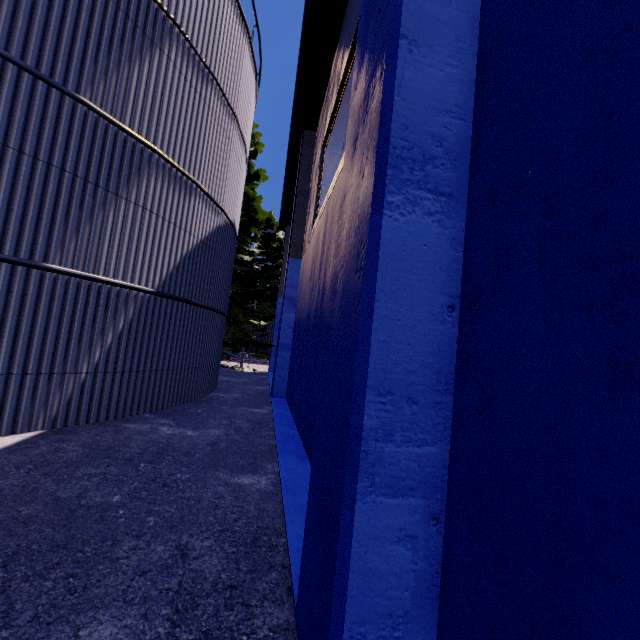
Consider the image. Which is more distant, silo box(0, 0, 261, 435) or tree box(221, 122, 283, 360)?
tree box(221, 122, 283, 360)

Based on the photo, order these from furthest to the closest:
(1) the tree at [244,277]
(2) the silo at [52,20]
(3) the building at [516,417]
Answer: (1) the tree at [244,277] < (2) the silo at [52,20] < (3) the building at [516,417]

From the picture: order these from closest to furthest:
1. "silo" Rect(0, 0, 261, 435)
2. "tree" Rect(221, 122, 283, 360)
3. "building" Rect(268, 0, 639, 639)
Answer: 1. "building" Rect(268, 0, 639, 639)
2. "silo" Rect(0, 0, 261, 435)
3. "tree" Rect(221, 122, 283, 360)

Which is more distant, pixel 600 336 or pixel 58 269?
pixel 58 269

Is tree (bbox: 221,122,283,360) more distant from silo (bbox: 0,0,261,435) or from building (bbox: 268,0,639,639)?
building (bbox: 268,0,639,639)

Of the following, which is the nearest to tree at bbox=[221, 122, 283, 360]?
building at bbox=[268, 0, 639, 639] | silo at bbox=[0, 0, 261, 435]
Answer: silo at bbox=[0, 0, 261, 435]

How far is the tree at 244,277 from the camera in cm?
1812

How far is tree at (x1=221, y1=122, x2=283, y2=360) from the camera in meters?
18.1
